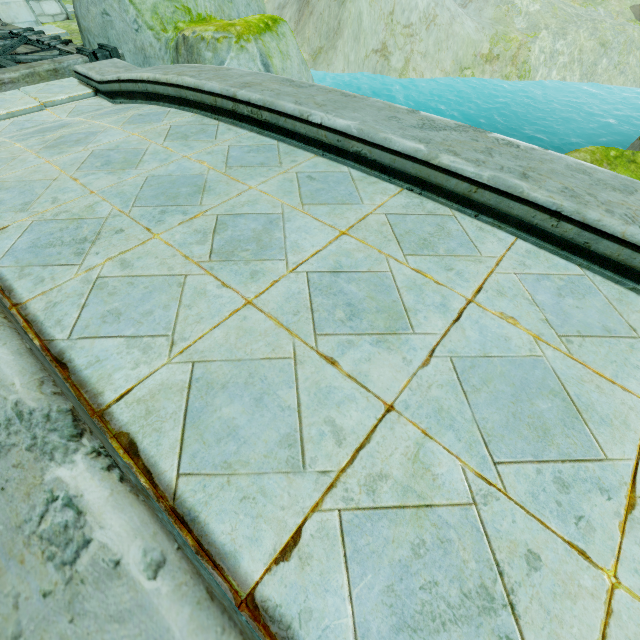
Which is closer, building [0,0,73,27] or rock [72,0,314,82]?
rock [72,0,314,82]

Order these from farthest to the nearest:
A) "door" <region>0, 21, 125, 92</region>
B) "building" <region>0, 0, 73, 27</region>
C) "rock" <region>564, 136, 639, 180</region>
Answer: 1. "rock" <region>564, 136, 639, 180</region>
2. "building" <region>0, 0, 73, 27</region>
3. "door" <region>0, 21, 125, 92</region>

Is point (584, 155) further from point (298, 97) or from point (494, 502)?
point (494, 502)

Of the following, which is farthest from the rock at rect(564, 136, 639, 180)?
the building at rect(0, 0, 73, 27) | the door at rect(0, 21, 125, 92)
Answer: the building at rect(0, 0, 73, 27)

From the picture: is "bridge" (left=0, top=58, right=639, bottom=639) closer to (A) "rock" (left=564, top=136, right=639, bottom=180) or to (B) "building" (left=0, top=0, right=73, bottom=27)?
(A) "rock" (left=564, top=136, right=639, bottom=180)

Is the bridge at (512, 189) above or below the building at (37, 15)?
above

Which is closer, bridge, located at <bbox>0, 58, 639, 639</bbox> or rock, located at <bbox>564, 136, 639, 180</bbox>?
bridge, located at <bbox>0, 58, 639, 639</bbox>

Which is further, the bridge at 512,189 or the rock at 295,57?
the rock at 295,57
